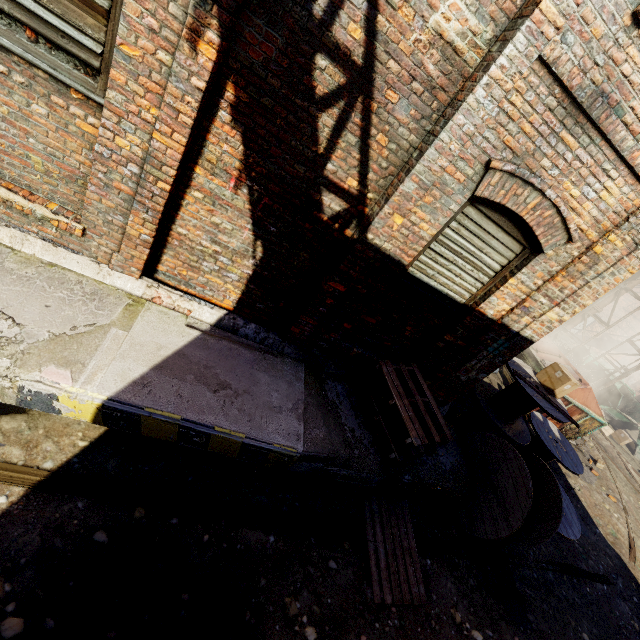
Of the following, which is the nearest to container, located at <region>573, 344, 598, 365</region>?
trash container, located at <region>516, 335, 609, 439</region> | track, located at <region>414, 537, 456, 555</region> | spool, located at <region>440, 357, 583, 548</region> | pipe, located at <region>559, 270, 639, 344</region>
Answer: pipe, located at <region>559, 270, 639, 344</region>

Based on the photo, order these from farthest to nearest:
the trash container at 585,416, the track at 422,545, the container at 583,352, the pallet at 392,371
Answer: the container at 583,352, the trash container at 585,416, the track at 422,545, the pallet at 392,371

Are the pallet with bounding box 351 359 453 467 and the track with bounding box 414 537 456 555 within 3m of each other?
yes

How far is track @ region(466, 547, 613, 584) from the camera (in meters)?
5.06

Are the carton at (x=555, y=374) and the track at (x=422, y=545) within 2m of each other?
no

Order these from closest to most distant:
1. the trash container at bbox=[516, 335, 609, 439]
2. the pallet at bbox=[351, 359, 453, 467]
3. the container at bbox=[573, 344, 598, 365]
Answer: the pallet at bbox=[351, 359, 453, 467] → the trash container at bbox=[516, 335, 609, 439] → the container at bbox=[573, 344, 598, 365]

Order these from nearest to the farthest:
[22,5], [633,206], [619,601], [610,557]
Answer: [22,5] < [633,206] < [619,601] < [610,557]

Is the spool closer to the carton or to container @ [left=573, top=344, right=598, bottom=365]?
the carton
